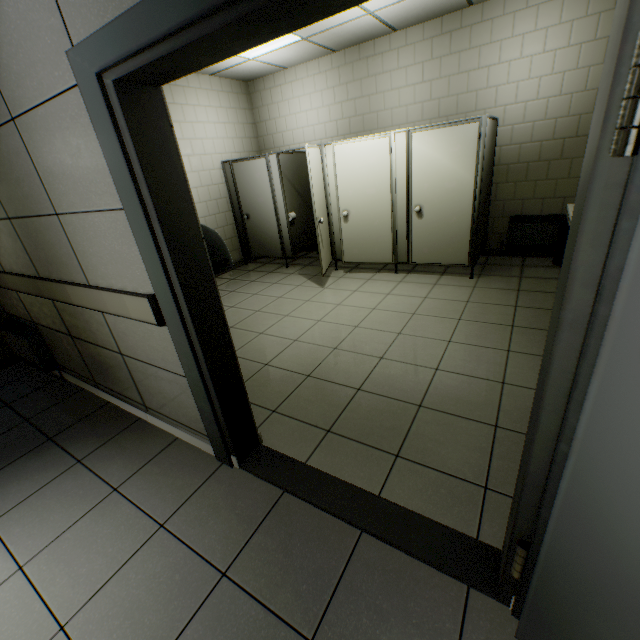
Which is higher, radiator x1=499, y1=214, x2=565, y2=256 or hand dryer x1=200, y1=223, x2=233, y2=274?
hand dryer x1=200, y1=223, x2=233, y2=274

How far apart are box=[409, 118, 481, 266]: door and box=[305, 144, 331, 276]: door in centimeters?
23cm

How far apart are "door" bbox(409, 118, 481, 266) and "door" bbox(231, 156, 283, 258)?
2.4m

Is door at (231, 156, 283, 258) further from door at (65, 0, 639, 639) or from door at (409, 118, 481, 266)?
door at (65, 0, 639, 639)

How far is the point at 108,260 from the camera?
1.8 meters

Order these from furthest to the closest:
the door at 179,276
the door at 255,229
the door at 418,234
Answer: the door at 255,229
the door at 418,234
the door at 179,276

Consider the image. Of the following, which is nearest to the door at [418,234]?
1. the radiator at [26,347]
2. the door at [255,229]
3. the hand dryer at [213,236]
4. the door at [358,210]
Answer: the door at [358,210]

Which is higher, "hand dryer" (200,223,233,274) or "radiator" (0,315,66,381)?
"hand dryer" (200,223,233,274)
